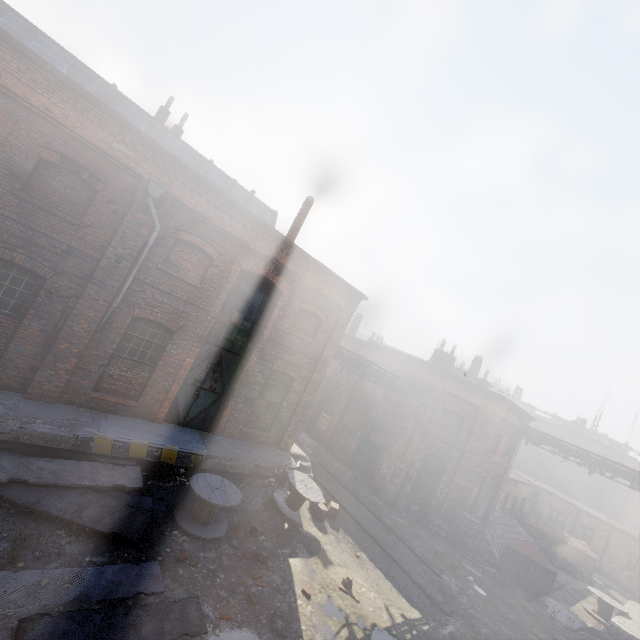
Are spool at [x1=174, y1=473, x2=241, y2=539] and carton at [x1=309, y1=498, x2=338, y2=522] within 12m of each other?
yes

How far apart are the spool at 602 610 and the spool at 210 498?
18.90m

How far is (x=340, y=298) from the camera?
13.73m

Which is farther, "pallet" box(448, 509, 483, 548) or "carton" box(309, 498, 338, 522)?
"pallet" box(448, 509, 483, 548)

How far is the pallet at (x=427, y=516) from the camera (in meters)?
16.45

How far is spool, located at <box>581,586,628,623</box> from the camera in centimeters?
1527cm

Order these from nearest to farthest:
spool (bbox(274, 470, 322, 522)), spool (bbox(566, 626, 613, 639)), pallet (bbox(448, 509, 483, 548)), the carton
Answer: spool (bbox(566, 626, 613, 639)), spool (bbox(274, 470, 322, 522)), the carton, pallet (bbox(448, 509, 483, 548))

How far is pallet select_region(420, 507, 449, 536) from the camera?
16.45m
